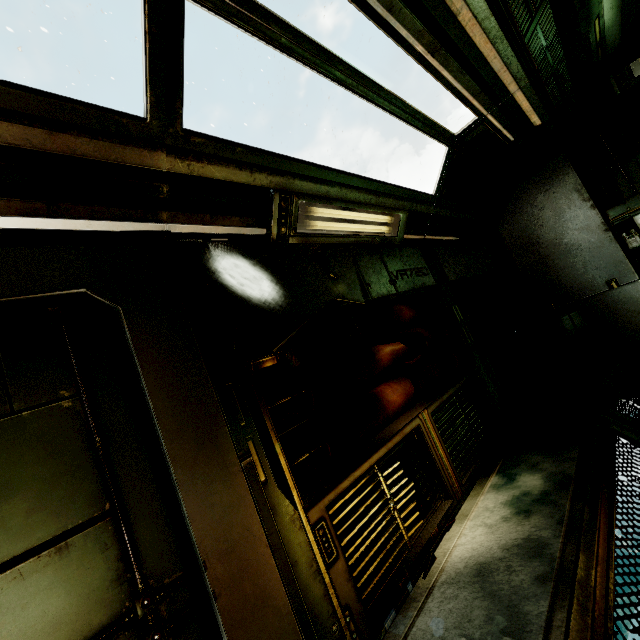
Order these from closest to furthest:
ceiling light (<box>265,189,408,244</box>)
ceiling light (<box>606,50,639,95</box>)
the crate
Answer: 1. ceiling light (<box>265,189,408,244</box>)
2. ceiling light (<box>606,50,639,95</box>)
3. the crate

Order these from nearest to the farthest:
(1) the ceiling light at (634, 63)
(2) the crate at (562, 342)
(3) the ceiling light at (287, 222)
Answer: (3) the ceiling light at (287, 222)
(1) the ceiling light at (634, 63)
(2) the crate at (562, 342)

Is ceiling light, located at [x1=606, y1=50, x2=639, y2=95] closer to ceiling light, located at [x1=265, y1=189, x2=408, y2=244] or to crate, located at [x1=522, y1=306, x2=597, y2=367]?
crate, located at [x1=522, y1=306, x2=597, y2=367]

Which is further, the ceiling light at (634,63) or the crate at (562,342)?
the crate at (562,342)

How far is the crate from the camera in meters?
5.4

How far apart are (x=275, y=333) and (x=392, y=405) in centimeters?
129cm

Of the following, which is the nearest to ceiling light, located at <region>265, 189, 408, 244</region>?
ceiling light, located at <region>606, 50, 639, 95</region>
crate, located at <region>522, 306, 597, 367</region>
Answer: crate, located at <region>522, 306, 597, 367</region>
